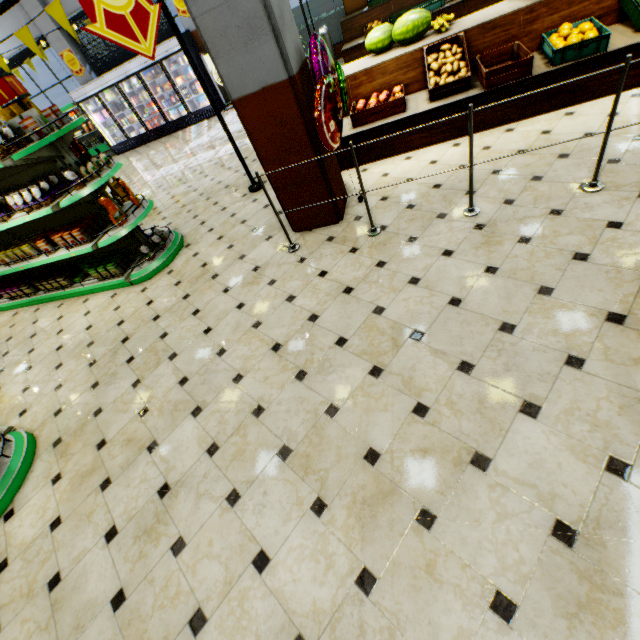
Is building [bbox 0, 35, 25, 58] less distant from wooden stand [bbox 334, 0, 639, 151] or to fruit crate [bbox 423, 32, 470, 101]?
wooden stand [bbox 334, 0, 639, 151]

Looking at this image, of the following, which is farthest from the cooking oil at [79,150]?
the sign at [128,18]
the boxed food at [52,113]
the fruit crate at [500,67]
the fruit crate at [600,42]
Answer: the fruit crate at [600,42]

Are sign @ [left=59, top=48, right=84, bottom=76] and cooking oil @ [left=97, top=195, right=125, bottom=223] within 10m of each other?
no

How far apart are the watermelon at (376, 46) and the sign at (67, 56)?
12.72m

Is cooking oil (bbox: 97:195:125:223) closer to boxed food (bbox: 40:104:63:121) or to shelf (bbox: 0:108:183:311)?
shelf (bbox: 0:108:183:311)

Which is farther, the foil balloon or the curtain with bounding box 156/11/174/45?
the curtain with bounding box 156/11/174/45

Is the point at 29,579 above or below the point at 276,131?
below

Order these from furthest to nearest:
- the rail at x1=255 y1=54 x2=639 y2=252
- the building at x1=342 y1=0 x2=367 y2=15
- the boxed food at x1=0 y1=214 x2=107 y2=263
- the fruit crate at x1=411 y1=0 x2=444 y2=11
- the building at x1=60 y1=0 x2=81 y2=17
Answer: the building at x1=60 y1=0 x2=81 y2=17, the building at x1=342 y1=0 x2=367 y2=15, the fruit crate at x1=411 y1=0 x2=444 y2=11, the boxed food at x1=0 y1=214 x2=107 y2=263, the rail at x1=255 y1=54 x2=639 y2=252
